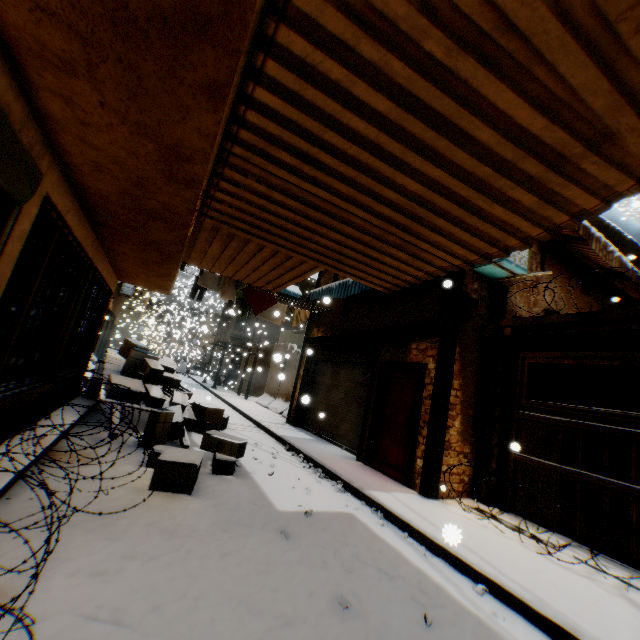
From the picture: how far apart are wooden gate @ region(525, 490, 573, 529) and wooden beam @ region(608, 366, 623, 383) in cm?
390

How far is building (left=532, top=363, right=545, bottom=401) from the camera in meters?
7.0

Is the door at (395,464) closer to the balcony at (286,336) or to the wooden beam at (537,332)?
the wooden beam at (537,332)

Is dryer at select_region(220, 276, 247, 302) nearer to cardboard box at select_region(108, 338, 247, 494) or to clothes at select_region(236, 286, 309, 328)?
clothes at select_region(236, 286, 309, 328)

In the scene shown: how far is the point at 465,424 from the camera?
6.46m

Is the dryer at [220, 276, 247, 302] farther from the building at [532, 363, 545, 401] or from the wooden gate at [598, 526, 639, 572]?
the wooden gate at [598, 526, 639, 572]

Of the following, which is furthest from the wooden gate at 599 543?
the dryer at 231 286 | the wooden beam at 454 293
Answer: the dryer at 231 286
